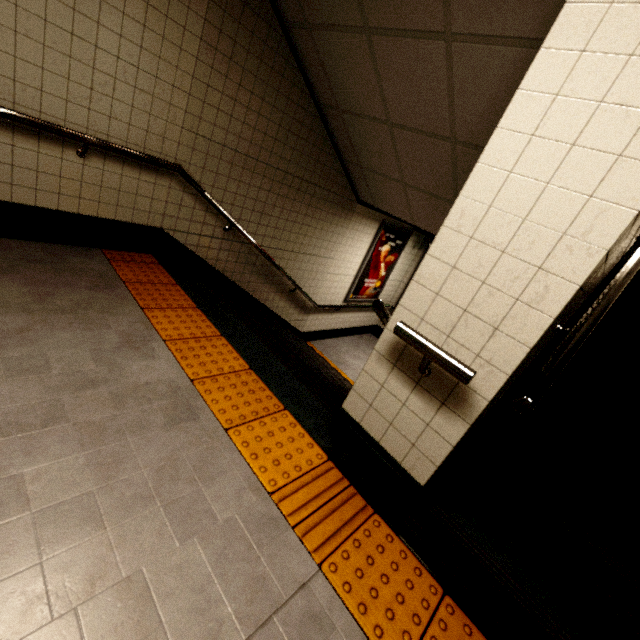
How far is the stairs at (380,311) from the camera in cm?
174

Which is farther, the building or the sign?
the sign

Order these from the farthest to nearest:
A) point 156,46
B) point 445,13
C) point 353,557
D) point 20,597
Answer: point 156,46, point 445,13, point 353,557, point 20,597

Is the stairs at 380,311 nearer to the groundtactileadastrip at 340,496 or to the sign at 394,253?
the groundtactileadastrip at 340,496

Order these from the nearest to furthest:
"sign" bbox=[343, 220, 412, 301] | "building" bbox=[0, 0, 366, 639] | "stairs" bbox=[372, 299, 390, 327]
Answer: "building" bbox=[0, 0, 366, 639]
"stairs" bbox=[372, 299, 390, 327]
"sign" bbox=[343, 220, 412, 301]

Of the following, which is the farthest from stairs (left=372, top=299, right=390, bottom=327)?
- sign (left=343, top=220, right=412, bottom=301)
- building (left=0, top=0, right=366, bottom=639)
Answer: sign (left=343, top=220, right=412, bottom=301)

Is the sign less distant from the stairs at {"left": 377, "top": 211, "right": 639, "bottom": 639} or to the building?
the stairs at {"left": 377, "top": 211, "right": 639, "bottom": 639}
